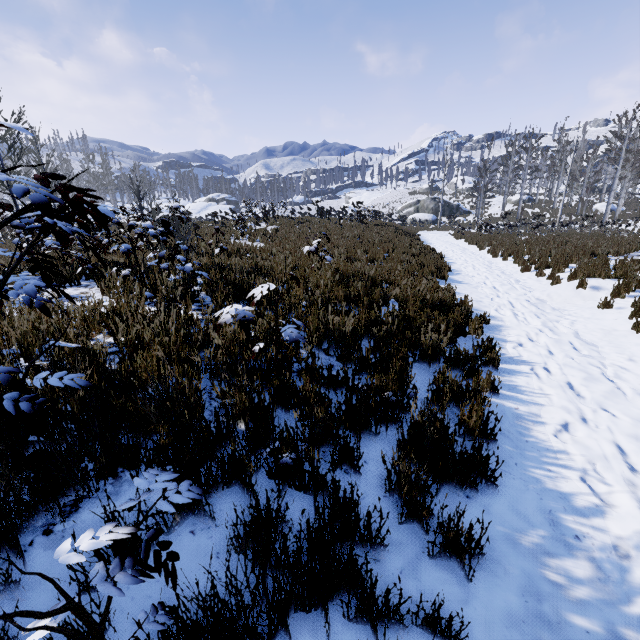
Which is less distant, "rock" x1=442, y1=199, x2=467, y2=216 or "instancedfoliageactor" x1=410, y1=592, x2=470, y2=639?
"instancedfoliageactor" x1=410, y1=592, x2=470, y2=639

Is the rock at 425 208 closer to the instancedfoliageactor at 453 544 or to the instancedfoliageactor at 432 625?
the instancedfoliageactor at 453 544

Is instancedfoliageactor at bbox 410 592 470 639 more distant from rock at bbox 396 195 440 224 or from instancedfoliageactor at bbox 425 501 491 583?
rock at bbox 396 195 440 224

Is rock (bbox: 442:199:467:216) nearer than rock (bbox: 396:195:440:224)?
No

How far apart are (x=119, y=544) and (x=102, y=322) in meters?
3.3

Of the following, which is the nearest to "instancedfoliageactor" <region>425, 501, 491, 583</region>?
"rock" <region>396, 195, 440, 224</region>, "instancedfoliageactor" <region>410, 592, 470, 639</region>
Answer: "instancedfoliageactor" <region>410, 592, 470, 639</region>
